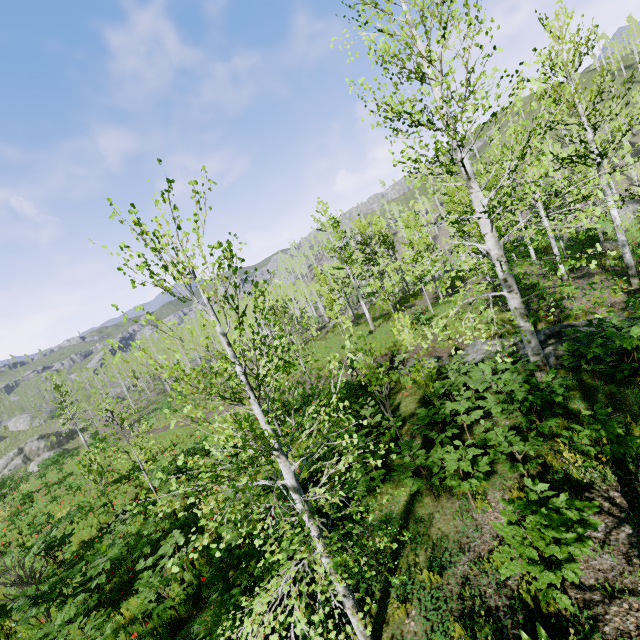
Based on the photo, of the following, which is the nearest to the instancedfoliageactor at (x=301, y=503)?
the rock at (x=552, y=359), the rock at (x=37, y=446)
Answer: the rock at (x=552, y=359)

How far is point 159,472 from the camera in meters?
3.3

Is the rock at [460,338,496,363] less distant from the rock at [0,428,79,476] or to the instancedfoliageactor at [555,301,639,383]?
the instancedfoliageactor at [555,301,639,383]

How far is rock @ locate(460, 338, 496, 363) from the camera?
11.9 meters

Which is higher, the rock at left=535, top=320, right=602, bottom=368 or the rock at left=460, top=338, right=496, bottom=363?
the rock at left=535, top=320, right=602, bottom=368

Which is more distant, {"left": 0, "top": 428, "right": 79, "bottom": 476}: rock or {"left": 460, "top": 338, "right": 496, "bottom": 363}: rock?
{"left": 0, "top": 428, "right": 79, "bottom": 476}: rock

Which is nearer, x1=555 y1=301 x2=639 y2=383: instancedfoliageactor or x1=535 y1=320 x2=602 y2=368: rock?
x1=555 y1=301 x2=639 y2=383: instancedfoliageactor

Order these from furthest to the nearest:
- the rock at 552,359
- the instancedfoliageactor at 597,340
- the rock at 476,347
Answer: the rock at 476,347 < the rock at 552,359 < the instancedfoliageactor at 597,340
